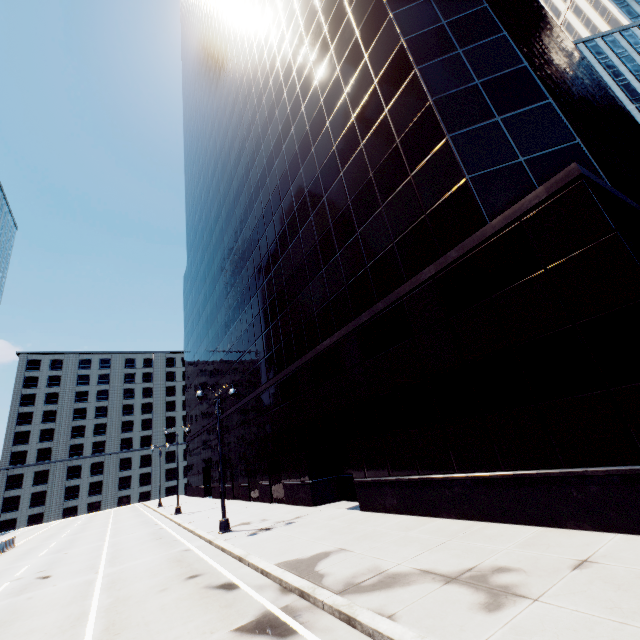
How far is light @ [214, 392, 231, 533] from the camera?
16.1m

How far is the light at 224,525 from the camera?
16.1m

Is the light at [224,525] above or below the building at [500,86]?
below

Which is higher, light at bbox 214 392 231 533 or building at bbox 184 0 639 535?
building at bbox 184 0 639 535

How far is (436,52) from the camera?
13.12m

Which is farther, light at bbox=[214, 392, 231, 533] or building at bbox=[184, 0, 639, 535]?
light at bbox=[214, 392, 231, 533]
